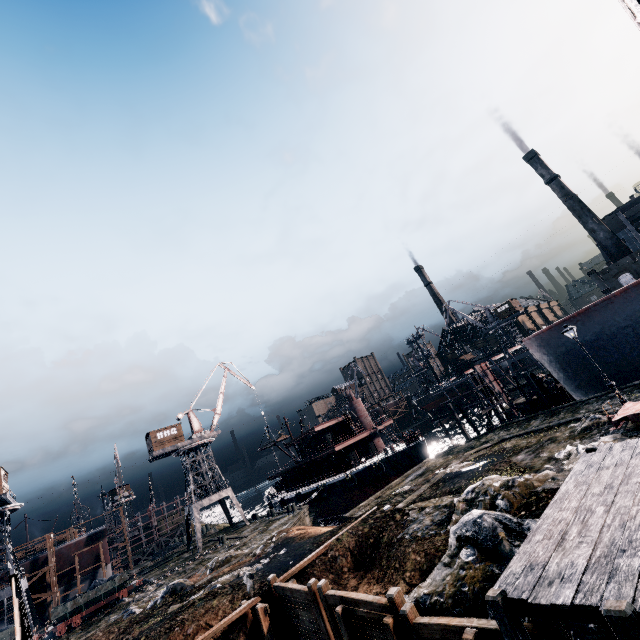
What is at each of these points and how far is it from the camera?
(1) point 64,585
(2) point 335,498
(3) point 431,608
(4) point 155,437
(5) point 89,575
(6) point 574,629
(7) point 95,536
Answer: (1) ship construction, 44.1 meters
(2) ship, 42.3 meters
(3) stone debris, 10.6 meters
(4) building, 46.9 meters
(5) ship construction, 45.8 meters
(6) stone debris, 7.8 meters
(7) ship construction, 47.0 meters

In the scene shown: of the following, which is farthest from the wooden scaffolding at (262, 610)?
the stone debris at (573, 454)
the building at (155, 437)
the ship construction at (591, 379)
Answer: the building at (155, 437)

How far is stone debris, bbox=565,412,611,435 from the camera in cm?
1848

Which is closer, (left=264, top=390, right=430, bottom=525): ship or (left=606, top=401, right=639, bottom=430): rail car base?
(left=606, top=401, right=639, bottom=430): rail car base

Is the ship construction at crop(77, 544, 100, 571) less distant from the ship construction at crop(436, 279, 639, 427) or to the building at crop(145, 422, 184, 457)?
the building at crop(145, 422, 184, 457)

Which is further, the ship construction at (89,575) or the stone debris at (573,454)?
the ship construction at (89,575)

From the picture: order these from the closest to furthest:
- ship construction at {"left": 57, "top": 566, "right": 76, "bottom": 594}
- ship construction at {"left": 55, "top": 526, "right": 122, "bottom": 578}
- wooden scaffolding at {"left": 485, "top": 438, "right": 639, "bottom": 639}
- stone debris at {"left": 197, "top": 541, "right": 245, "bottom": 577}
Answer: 1. wooden scaffolding at {"left": 485, "top": 438, "right": 639, "bottom": 639}
2. stone debris at {"left": 197, "top": 541, "right": 245, "bottom": 577}
3. ship construction at {"left": 57, "top": 566, "right": 76, "bottom": 594}
4. ship construction at {"left": 55, "top": 526, "right": 122, "bottom": 578}

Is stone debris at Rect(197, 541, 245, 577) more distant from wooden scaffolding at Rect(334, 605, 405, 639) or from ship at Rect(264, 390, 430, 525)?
wooden scaffolding at Rect(334, 605, 405, 639)
